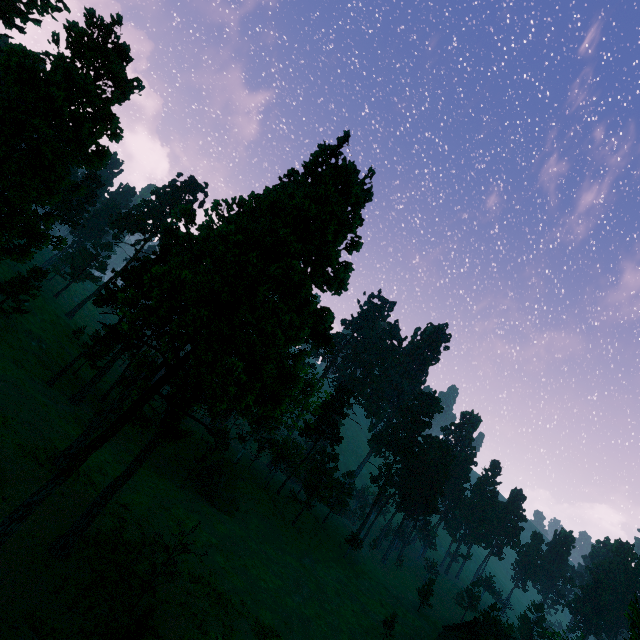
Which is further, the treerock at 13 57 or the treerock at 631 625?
the treerock at 13 57

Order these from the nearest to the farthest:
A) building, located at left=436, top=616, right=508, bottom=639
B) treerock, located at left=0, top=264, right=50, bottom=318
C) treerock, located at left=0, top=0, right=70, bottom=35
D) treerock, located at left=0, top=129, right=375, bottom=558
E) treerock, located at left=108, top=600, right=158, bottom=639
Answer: treerock, located at left=0, top=129, right=375, bottom=558 → treerock, located at left=108, top=600, right=158, bottom=639 → treerock, located at left=0, top=264, right=50, bottom=318 → treerock, located at left=0, top=0, right=70, bottom=35 → building, located at left=436, top=616, right=508, bottom=639

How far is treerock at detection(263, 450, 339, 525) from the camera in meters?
55.5 m

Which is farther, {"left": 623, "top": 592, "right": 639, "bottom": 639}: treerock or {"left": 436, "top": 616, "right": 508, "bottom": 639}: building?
{"left": 436, "top": 616, "right": 508, "bottom": 639}: building

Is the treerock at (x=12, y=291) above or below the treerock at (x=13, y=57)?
below

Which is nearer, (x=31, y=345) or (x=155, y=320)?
(x=155, y=320)

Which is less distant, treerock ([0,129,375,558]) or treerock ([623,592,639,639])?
treerock ([623,592,639,639])
